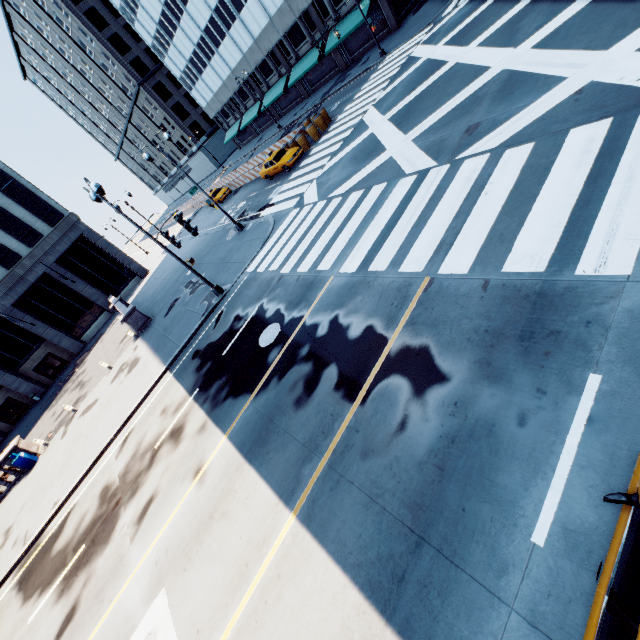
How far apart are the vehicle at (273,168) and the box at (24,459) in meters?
26.1

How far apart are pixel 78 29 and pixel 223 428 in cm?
8222

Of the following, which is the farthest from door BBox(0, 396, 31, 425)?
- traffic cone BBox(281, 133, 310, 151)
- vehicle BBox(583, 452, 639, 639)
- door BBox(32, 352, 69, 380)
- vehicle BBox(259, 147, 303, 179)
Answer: vehicle BBox(583, 452, 639, 639)

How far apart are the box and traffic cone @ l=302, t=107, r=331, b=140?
30.97m

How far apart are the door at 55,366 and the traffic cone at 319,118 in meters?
37.4 m

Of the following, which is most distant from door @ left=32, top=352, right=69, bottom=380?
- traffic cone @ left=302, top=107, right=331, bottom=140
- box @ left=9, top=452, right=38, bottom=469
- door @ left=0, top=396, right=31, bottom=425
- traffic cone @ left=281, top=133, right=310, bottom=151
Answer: traffic cone @ left=302, top=107, right=331, bottom=140

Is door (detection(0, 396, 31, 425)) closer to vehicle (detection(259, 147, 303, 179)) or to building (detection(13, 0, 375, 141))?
vehicle (detection(259, 147, 303, 179))

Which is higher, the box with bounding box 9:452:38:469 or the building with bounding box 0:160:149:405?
the building with bounding box 0:160:149:405
